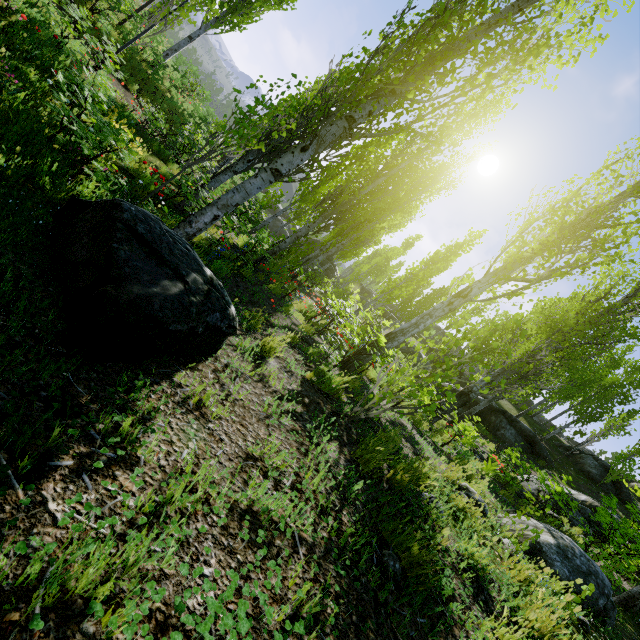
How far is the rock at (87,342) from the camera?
1.88m

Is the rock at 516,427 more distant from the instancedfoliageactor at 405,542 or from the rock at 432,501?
the rock at 432,501

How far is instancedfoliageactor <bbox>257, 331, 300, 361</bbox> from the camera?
4.1 meters

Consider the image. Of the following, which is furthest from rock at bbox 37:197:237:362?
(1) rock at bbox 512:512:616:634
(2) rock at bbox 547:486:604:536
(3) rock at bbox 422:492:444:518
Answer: (2) rock at bbox 547:486:604:536

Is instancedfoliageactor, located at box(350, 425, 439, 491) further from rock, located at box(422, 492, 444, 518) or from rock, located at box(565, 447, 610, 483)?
rock, located at box(422, 492, 444, 518)

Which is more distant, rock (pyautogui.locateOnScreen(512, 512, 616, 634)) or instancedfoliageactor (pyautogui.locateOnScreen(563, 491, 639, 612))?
instancedfoliageactor (pyautogui.locateOnScreen(563, 491, 639, 612))

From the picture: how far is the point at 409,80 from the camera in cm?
343

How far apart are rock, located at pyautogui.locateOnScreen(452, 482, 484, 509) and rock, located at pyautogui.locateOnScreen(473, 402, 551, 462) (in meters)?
13.73
